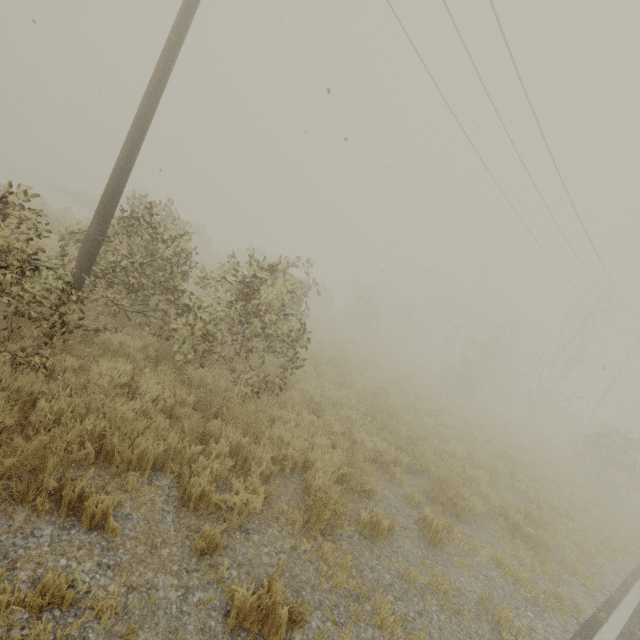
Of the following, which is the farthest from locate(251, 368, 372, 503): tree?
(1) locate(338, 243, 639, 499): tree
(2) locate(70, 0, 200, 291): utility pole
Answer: (2) locate(70, 0, 200, 291): utility pole

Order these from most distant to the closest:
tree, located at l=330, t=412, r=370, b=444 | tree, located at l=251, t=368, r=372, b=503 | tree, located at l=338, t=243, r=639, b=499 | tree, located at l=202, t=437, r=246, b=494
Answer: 1. tree, located at l=338, t=243, r=639, b=499
2. tree, located at l=330, t=412, r=370, b=444
3. tree, located at l=251, t=368, r=372, b=503
4. tree, located at l=202, t=437, r=246, b=494

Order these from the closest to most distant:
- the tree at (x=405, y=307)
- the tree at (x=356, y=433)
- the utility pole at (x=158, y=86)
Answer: the utility pole at (x=158, y=86)
the tree at (x=356, y=433)
the tree at (x=405, y=307)

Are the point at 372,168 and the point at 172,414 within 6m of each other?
no

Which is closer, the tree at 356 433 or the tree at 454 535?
the tree at 454 535

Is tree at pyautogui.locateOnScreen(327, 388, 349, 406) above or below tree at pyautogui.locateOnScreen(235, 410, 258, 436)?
above

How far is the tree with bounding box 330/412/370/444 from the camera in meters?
6.9 m
